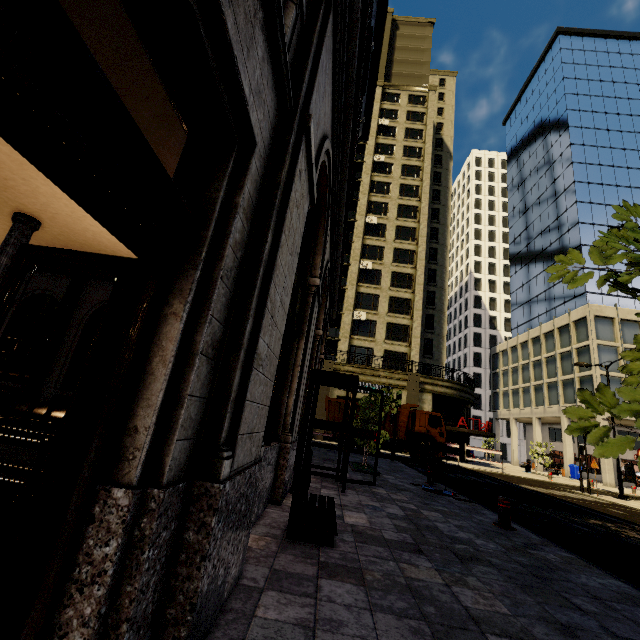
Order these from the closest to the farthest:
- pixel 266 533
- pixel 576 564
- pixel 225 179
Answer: pixel 225 179 < pixel 266 533 < pixel 576 564

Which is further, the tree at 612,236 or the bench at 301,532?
the bench at 301,532

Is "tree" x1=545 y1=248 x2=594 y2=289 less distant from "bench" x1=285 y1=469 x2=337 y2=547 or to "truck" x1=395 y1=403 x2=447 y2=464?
"bench" x1=285 y1=469 x2=337 y2=547

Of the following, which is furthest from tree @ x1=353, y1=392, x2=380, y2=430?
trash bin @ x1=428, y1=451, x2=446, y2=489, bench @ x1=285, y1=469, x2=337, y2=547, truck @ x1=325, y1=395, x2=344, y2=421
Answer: truck @ x1=325, y1=395, x2=344, y2=421

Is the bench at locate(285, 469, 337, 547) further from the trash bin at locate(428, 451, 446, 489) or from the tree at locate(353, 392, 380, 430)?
the trash bin at locate(428, 451, 446, 489)

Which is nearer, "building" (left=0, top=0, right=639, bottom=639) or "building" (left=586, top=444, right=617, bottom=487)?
"building" (left=0, top=0, right=639, bottom=639)

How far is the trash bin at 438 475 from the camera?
10.6 meters

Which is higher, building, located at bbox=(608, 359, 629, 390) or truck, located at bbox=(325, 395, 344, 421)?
building, located at bbox=(608, 359, 629, 390)
